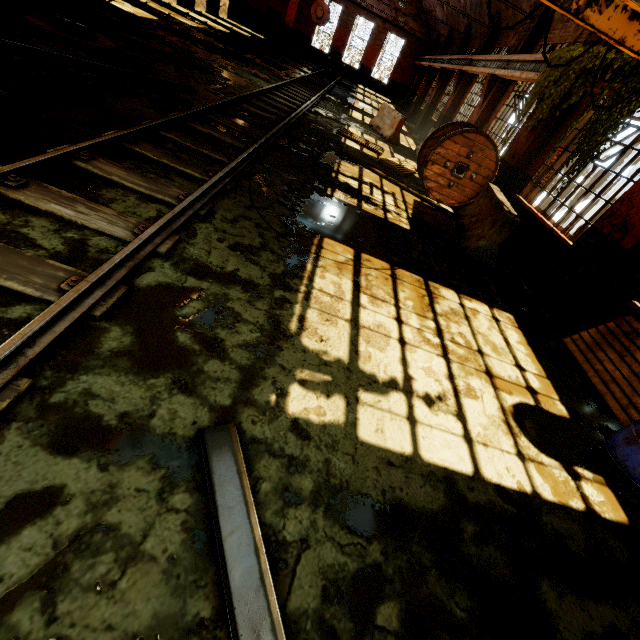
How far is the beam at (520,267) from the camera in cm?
612

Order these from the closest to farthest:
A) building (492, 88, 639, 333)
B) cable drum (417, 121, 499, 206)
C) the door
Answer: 1. building (492, 88, 639, 333)
2. cable drum (417, 121, 499, 206)
3. the door

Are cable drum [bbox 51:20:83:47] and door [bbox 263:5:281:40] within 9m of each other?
no

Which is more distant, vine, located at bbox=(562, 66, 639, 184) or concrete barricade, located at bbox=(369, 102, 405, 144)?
concrete barricade, located at bbox=(369, 102, 405, 144)

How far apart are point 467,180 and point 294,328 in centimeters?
793cm

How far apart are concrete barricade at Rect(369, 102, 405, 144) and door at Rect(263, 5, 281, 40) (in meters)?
24.75

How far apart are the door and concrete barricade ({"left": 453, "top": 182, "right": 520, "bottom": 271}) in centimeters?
3361cm

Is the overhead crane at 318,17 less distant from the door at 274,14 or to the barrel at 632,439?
the barrel at 632,439
